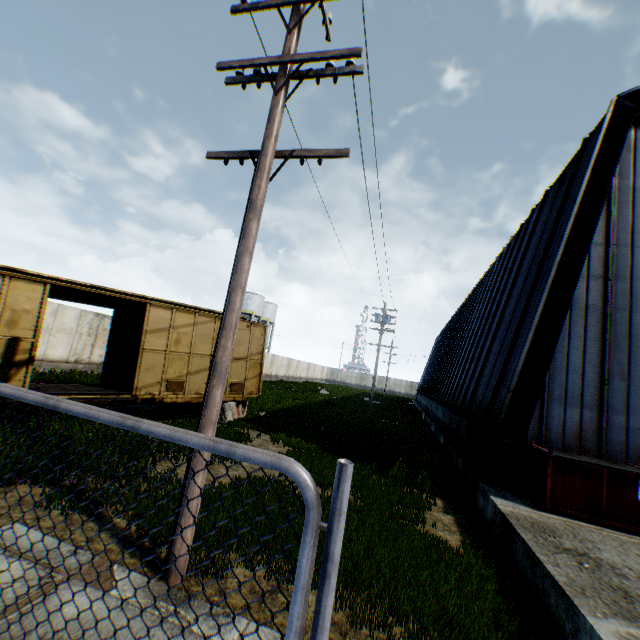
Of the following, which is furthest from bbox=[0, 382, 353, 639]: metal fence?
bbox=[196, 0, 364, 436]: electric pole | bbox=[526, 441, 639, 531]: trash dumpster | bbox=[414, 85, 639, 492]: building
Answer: bbox=[414, 85, 639, 492]: building

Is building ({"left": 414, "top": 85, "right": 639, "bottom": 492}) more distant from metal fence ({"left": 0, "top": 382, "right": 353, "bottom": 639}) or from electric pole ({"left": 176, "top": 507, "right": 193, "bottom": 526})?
metal fence ({"left": 0, "top": 382, "right": 353, "bottom": 639})

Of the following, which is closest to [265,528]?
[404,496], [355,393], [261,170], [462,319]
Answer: [404,496]

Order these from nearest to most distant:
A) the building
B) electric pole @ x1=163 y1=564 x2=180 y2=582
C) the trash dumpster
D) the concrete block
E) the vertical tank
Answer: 1. electric pole @ x1=163 y1=564 x2=180 y2=582
2. the trash dumpster
3. the building
4. the concrete block
5. the vertical tank

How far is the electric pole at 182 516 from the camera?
3.9 meters

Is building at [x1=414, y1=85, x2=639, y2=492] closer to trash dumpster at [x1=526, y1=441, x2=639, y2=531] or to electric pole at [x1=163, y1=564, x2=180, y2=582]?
trash dumpster at [x1=526, y1=441, x2=639, y2=531]

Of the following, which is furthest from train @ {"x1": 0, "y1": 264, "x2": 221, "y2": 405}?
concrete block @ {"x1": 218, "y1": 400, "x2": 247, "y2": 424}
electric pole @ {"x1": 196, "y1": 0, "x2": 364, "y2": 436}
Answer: electric pole @ {"x1": 196, "y1": 0, "x2": 364, "y2": 436}

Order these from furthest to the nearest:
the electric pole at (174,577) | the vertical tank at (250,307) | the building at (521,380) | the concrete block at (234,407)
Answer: Result: the vertical tank at (250,307) → the concrete block at (234,407) → the building at (521,380) → the electric pole at (174,577)
